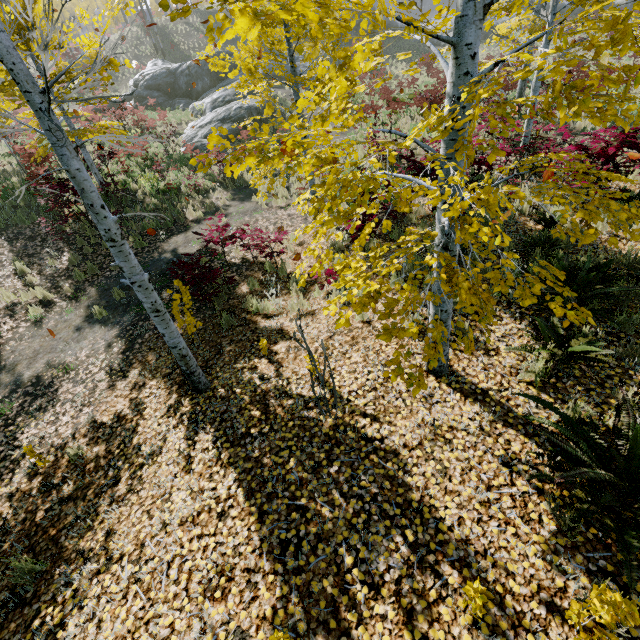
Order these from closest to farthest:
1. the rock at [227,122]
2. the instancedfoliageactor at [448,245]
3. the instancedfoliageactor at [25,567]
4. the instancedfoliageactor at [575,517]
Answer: the instancedfoliageactor at [448,245], the instancedfoliageactor at [575,517], the instancedfoliageactor at [25,567], the rock at [227,122]

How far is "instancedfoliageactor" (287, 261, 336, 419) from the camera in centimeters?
327cm

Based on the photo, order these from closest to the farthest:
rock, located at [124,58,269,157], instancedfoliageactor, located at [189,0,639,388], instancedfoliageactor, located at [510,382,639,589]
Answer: instancedfoliageactor, located at [189,0,639,388], instancedfoliageactor, located at [510,382,639,589], rock, located at [124,58,269,157]

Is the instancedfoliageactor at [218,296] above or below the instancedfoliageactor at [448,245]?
below

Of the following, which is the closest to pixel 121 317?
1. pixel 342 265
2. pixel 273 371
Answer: pixel 273 371

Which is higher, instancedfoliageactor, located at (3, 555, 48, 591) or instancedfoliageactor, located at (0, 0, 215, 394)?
instancedfoliageactor, located at (0, 0, 215, 394)
